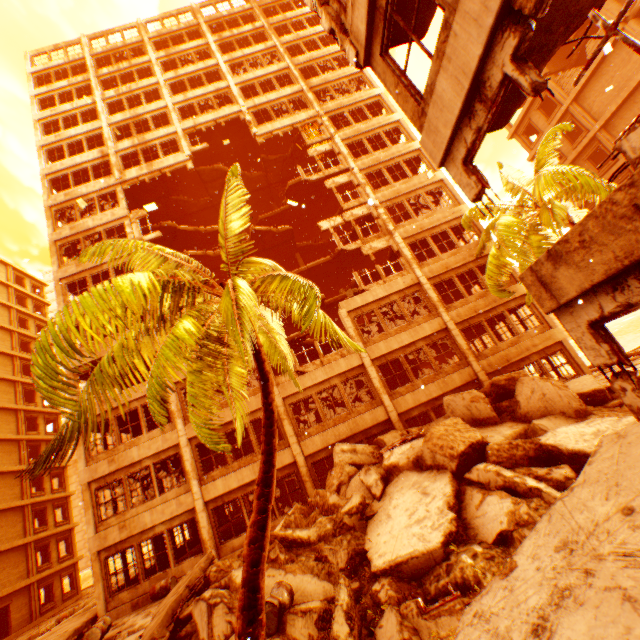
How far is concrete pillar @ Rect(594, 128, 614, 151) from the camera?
22.88m

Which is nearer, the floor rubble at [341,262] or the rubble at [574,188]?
the rubble at [574,188]

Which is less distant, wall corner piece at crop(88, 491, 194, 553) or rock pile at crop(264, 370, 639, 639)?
rock pile at crop(264, 370, 639, 639)

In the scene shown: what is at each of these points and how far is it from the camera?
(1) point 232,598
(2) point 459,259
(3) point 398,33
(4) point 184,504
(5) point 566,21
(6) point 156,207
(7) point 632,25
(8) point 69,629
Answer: (1) rock pile, 7.1m
(2) wall corner piece, 18.8m
(3) floor rubble, 6.5m
(4) wall corner piece, 14.9m
(5) floor rubble, 4.4m
(6) floor rubble, 10.7m
(7) concrete pillar, 19.5m
(8) floor rubble, 12.9m

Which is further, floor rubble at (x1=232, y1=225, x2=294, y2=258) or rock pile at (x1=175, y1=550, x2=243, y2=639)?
floor rubble at (x1=232, y1=225, x2=294, y2=258)

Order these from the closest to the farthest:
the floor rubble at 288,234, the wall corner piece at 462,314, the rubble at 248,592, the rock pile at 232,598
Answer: the rubble at 248,592
the rock pile at 232,598
the wall corner piece at 462,314
the floor rubble at 288,234

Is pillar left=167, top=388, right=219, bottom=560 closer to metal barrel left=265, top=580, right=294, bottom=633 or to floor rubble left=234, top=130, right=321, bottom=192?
floor rubble left=234, top=130, right=321, bottom=192

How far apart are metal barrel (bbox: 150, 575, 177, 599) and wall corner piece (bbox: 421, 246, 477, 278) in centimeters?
1871cm
